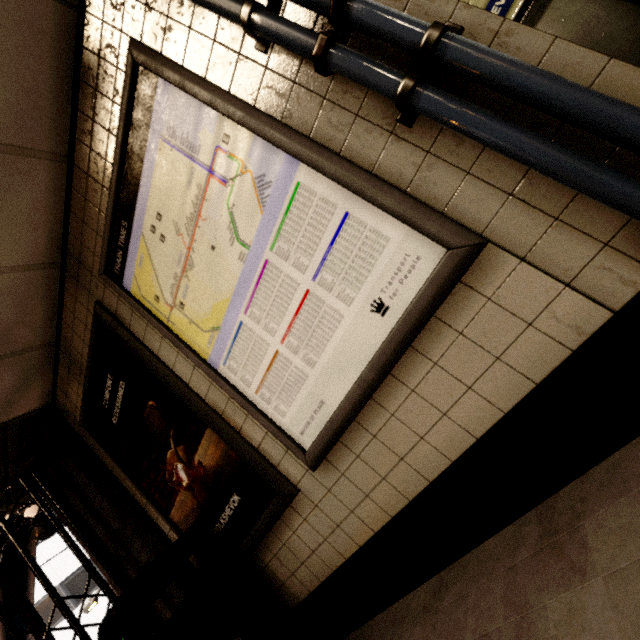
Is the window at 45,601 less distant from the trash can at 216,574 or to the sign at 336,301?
the trash can at 216,574

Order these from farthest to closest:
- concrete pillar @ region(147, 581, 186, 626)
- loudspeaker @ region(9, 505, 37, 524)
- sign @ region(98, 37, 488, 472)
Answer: loudspeaker @ region(9, 505, 37, 524) → concrete pillar @ region(147, 581, 186, 626) → sign @ region(98, 37, 488, 472)

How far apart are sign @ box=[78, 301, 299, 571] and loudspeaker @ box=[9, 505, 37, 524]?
1.6 meters

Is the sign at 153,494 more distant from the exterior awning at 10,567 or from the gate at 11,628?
the exterior awning at 10,567

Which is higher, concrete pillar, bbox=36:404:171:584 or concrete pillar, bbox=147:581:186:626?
concrete pillar, bbox=36:404:171:584

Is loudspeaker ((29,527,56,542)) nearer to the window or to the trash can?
the trash can

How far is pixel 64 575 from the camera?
12.8m
